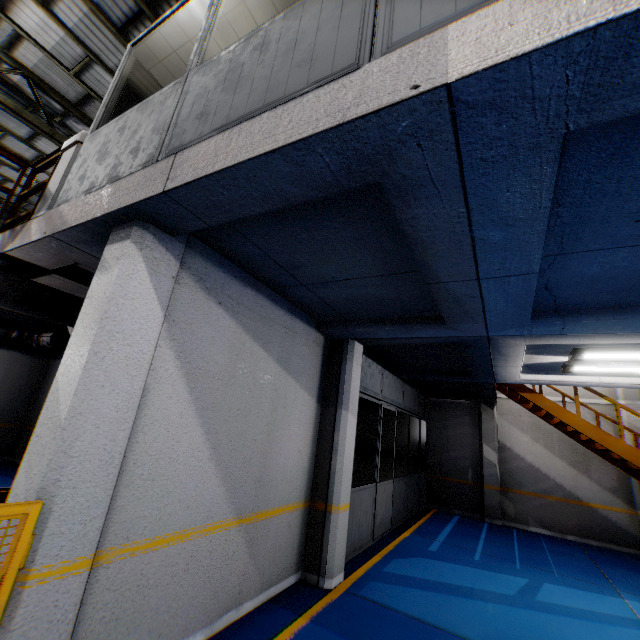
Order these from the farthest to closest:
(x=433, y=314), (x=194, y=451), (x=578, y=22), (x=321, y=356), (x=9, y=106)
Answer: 1. (x=9, y=106)
2. (x=321, y=356)
3. (x=433, y=314)
4. (x=194, y=451)
5. (x=578, y=22)

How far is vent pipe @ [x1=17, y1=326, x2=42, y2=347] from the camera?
8.1m

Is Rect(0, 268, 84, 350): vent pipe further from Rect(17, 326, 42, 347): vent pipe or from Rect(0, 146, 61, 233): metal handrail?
Rect(17, 326, 42, 347): vent pipe

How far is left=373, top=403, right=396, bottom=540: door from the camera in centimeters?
709cm

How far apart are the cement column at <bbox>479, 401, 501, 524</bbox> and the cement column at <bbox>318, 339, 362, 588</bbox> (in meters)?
7.66

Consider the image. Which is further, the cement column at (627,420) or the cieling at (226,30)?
the cement column at (627,420)

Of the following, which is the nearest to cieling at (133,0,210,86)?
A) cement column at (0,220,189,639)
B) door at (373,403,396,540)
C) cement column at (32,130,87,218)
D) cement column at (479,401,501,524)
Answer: cement column at (32,130,87,218)

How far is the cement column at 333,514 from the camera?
4.82m
